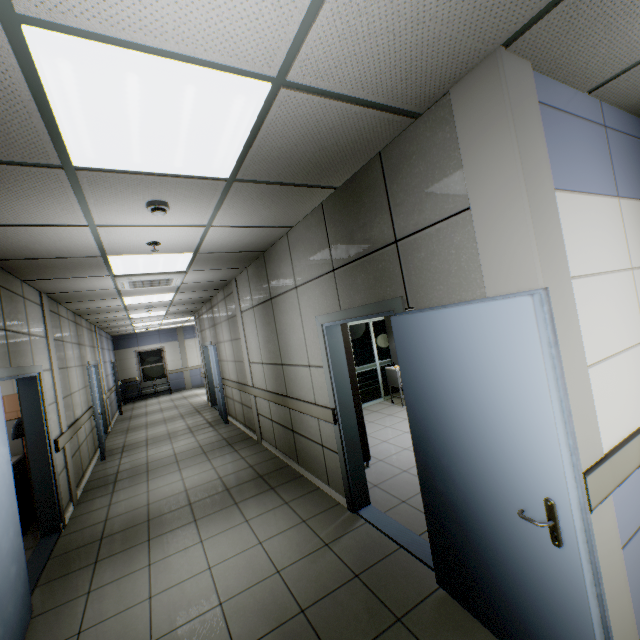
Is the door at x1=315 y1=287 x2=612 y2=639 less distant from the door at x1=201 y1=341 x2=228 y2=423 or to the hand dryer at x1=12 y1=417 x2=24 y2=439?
the hand dryer at x1=12 y1=417 x2=24 y2=439

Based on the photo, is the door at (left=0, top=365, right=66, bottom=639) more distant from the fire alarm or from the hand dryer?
the fire alarm

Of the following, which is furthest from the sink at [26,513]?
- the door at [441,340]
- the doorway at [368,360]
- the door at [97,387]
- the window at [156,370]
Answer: the window at [156,370]

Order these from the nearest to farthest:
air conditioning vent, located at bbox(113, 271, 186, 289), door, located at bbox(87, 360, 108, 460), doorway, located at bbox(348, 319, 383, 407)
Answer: air conditioning vent, located at bbox(113, 271, 186, 289), door, located at bbox(87, 360, 108, 460), doorway, located at bbox(348, 319, 383, 407)

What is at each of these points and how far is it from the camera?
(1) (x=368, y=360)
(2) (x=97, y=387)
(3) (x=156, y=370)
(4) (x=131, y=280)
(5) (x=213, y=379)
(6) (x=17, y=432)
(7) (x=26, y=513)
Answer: (1) doorway, 7.9 meters
(2) door, 9.4 meters
(3) window, 16.3 meters
(4) air conditioning vent, 4.8 meters
(5) door, 10.9 meters
(6) hand dryer, 4.2 meters
(7) sink, 4.3 meters

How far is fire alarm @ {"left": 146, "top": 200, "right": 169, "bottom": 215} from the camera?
2.6 meters

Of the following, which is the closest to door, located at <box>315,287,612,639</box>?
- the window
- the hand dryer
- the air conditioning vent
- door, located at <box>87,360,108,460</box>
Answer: the air conditioning vent

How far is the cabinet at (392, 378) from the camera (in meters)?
7.08
